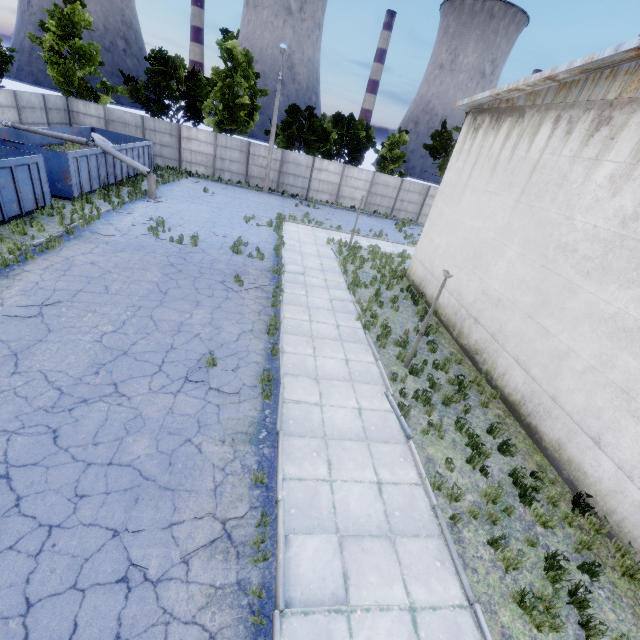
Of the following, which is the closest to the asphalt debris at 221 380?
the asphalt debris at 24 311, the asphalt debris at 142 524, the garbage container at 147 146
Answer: the asphalt debris at 142 524

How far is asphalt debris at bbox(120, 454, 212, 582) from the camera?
4.61m

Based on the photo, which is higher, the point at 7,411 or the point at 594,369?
the point at 594,369

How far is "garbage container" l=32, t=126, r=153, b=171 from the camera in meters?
20.6

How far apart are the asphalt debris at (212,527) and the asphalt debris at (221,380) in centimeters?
170cm

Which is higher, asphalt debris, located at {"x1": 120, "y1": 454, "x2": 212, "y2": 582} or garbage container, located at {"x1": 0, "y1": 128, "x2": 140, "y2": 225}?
garbage container, located at {"x1": 0, "y1": 128, "x2": 140, "y2": 225}
